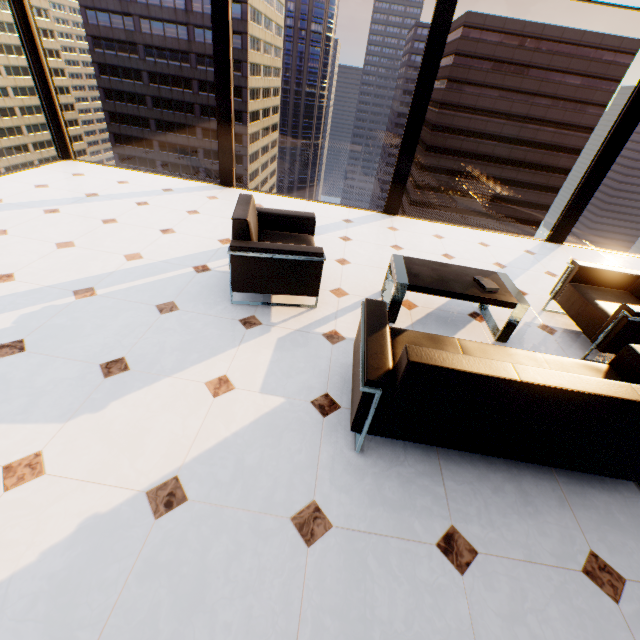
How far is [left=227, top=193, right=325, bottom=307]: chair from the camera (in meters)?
2.68

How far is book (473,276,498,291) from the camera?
2.93m

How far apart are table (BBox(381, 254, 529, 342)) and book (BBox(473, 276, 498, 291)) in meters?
0.0

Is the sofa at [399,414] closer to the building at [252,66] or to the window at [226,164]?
the window at [226,164]

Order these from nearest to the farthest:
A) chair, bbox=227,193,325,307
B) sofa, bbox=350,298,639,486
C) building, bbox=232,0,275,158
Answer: sofa, bbox=350,298,639,486 < chair, bbox=227,193,325,307 < building, bbox=232,0,275,158

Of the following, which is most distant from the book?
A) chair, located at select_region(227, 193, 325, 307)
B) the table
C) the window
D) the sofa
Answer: the window

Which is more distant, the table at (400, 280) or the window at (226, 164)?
the window at (226, 164)

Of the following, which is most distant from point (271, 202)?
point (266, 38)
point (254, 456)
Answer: point (266, 38)
